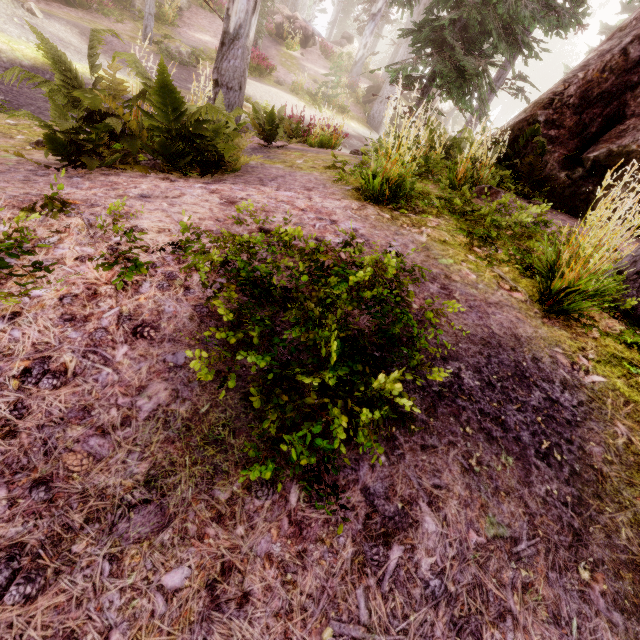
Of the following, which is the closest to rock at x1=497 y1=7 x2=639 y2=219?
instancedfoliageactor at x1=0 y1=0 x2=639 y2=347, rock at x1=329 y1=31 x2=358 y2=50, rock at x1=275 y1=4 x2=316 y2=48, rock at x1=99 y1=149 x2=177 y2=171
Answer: instancedfoliageactor at x1=0 y1=0 x2=639 y2=347

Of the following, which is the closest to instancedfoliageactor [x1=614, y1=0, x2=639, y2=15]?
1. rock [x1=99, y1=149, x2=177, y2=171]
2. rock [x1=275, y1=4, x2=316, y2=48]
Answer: rock [x1=99, y1=149, x2=177, y2=171]

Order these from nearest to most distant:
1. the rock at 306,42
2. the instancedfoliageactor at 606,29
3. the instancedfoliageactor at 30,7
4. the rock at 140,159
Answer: the rock at 140,159, the instancedfoliageactor at 30,7, the instancedfoliageactor at 606,29, the rock at 306,42

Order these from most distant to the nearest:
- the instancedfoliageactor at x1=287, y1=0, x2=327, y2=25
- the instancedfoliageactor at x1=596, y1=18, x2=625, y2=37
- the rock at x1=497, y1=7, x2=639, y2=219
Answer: the instancedfoliageactor at x1=287, y1=0, x2=327, y2=25 → the instancedfoliageactor at x1=596, y1=18, x2=625, y2=37 → the rock at x1=497, y1=7, x2=639, y2=219

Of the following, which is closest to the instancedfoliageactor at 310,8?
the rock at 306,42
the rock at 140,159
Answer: the rock at 140,159

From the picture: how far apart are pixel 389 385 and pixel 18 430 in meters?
1.6 m

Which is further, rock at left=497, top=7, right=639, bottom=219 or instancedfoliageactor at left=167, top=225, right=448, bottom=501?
rock at left=497, top=7, right=639, bottom=219

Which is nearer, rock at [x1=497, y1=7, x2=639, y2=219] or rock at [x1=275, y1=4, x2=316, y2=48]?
rock at [x1=497, y1=7, x2=639, y2=219]
